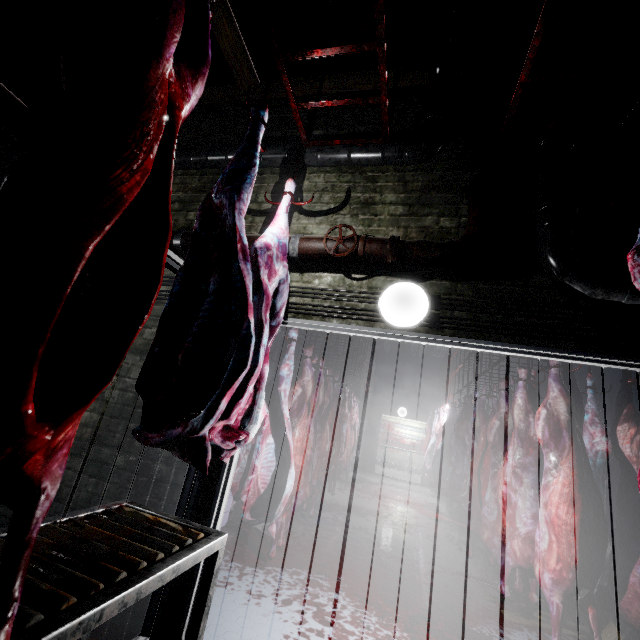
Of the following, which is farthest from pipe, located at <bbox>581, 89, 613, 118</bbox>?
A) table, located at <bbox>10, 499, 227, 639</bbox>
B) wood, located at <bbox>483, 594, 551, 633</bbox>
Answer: wood, located at <bbox>483, 594, 551, 633</bbox>

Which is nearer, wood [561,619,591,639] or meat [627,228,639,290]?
meat [627,228,639,290]

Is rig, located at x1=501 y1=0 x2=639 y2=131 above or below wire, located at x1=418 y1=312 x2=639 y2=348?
above

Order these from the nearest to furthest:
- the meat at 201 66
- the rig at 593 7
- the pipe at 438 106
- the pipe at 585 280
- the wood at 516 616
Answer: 1. the meat at 201 66
2. the rig at 593 7
3. the pipe at 585 280
4. the pipe at 438 106
5. the wood at 516 616

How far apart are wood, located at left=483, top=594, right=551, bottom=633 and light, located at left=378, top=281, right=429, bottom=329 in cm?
290

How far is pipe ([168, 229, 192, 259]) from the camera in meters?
2.5

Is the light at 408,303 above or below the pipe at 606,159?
below

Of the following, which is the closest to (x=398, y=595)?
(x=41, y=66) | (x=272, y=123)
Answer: (x=272, y=123)
